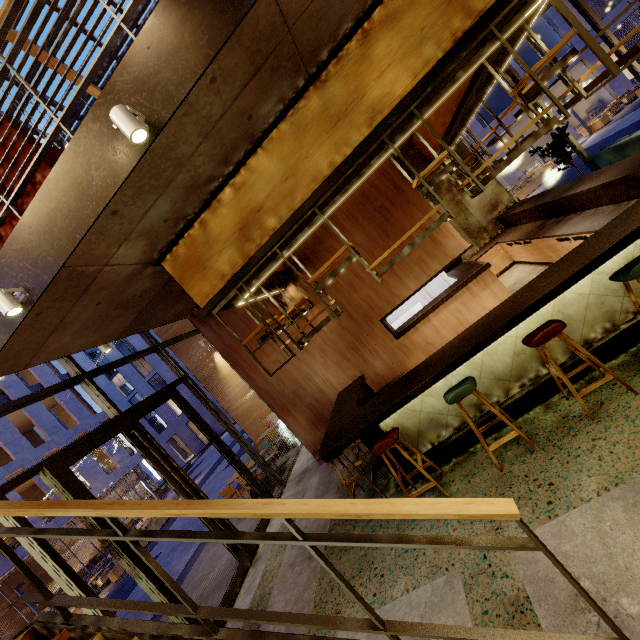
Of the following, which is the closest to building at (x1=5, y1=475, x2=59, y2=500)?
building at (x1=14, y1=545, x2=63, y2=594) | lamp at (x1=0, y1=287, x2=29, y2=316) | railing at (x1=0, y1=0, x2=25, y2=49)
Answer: building at (x1=14, y1=545, x2=63, y2=594)

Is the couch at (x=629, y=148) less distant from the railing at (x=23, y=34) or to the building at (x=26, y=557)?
the railing at (x=23, y=34)

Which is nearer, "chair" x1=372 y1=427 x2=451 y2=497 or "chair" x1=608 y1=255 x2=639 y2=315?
"chair" x1=608 y1=255 x2=639 y2=315

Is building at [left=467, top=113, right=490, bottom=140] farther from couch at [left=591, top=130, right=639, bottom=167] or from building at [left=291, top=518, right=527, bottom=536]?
couch at [left=591, top=130, right=639, bottom=167]

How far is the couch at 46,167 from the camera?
3.1m

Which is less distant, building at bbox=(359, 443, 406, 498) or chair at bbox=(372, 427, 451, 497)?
chair at bbox=(372, 427, 451, 497)

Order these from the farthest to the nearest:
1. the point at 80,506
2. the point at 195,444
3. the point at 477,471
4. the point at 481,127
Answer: the point at 195,444 < the point at 481,127 < the point at 477,471 < the point at 80,506

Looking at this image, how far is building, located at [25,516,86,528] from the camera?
17.0 meters
